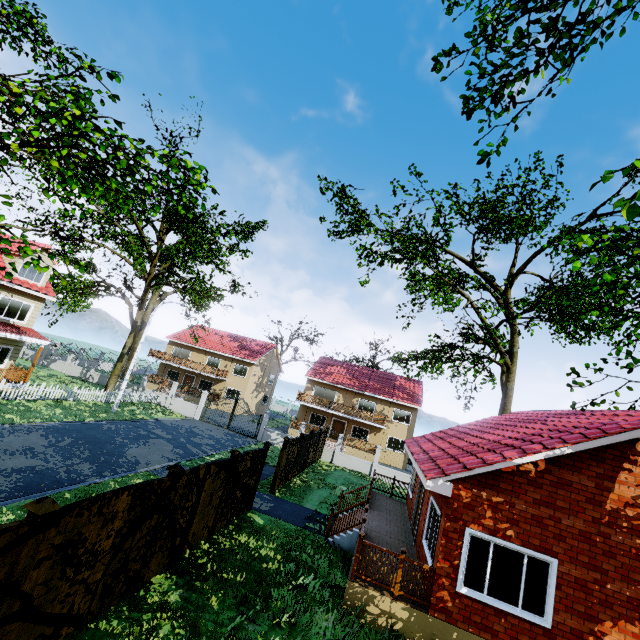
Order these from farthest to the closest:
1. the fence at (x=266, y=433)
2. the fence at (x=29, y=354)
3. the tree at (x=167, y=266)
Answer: the fence at (x=29, y=354), the fence at (x=266, y=433), the tree at (x=167, y=266)

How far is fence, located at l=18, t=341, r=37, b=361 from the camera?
34.6 meters

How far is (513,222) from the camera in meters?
24.6

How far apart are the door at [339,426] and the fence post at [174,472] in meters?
30.3 m

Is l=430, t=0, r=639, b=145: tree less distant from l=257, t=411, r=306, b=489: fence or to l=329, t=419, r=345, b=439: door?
l=257, t=411, r=306, b=489: fence

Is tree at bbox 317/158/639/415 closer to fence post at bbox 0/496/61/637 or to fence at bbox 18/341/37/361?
fence at bbox 18/341/37/361

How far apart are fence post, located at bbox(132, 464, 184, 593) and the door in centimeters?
3026cm

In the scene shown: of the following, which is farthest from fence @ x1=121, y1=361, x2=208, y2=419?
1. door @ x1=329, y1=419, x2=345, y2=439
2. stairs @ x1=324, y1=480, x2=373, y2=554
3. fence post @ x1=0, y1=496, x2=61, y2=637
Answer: door @ x1=329, y1=419, x2=345, y2=439
